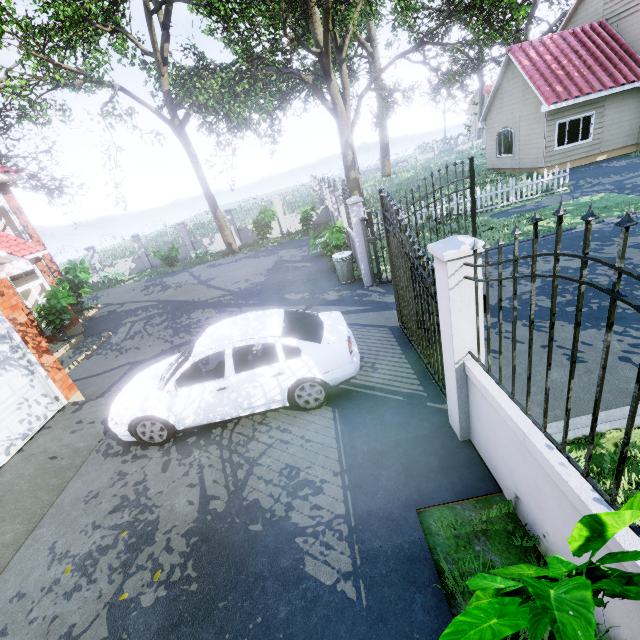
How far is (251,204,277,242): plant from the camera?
18.6 meters

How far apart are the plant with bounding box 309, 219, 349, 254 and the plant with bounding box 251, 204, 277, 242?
7.7 meters

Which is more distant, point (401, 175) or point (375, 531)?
point (401, 175)

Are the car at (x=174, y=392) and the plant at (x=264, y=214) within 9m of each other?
no

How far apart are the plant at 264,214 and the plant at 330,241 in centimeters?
773cm

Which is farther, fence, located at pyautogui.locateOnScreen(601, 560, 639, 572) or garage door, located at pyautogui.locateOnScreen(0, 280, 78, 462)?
garage door, located at pyautogui.locateOnScreen(0, 280, 78, 462)

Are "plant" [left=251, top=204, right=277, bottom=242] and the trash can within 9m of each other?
no
